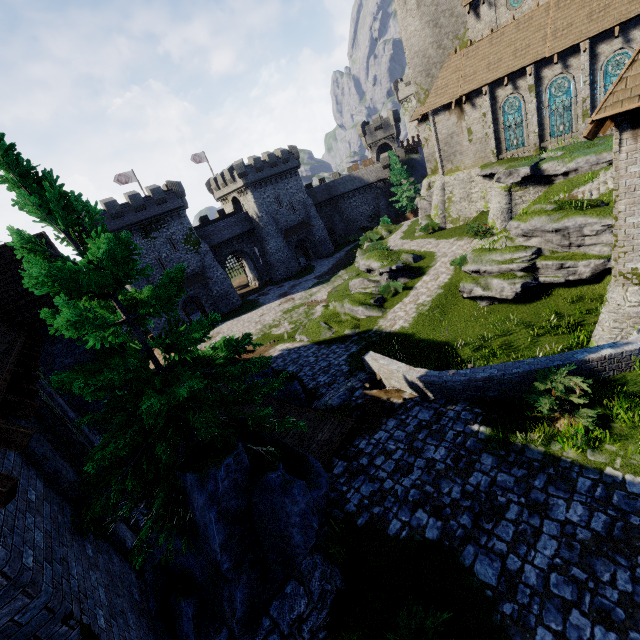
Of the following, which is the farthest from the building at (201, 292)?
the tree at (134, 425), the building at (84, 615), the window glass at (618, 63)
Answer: the window glass at (618, 63)

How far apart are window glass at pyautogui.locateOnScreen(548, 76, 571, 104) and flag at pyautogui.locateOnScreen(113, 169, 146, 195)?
46.08m

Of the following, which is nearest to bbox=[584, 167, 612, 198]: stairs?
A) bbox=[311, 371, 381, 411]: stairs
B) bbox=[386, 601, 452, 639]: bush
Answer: bbox=[311, 371, 381, 411]: stairs

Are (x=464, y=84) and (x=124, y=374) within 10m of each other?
no

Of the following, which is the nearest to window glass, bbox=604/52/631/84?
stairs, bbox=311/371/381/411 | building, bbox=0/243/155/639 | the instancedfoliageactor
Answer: stairs, bbox=311/371/381/411

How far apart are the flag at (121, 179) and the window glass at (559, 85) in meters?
46.1

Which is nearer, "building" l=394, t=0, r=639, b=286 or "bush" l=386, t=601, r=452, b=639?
"bush" l=386, t=601, r=452, b=639

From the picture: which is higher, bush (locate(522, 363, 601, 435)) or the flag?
the flag
